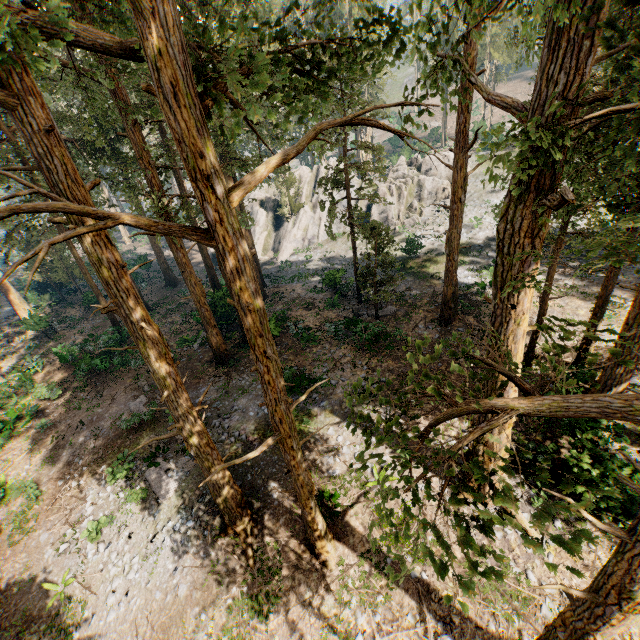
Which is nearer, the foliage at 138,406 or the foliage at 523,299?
the foliage at 523,299

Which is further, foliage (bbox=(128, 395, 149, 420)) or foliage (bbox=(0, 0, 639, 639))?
foliage (bbox=(128, 395, 149, 420))

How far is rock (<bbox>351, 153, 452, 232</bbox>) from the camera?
36.75m

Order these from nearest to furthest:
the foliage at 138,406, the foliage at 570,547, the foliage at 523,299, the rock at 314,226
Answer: the foliage at 570,547
the foliage at 523,299
the foliage at 138,406
the rock at 314,226

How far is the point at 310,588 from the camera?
10.7m

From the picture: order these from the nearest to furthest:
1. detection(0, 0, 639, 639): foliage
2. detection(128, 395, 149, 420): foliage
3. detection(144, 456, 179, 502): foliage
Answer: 1. detection(0, 0, 639, 639): foliage
2. detection(144, 456, 179, 502): foliage
3. detection(128, 395, 149, 420): foliage

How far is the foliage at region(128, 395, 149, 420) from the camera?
17.6 meters
